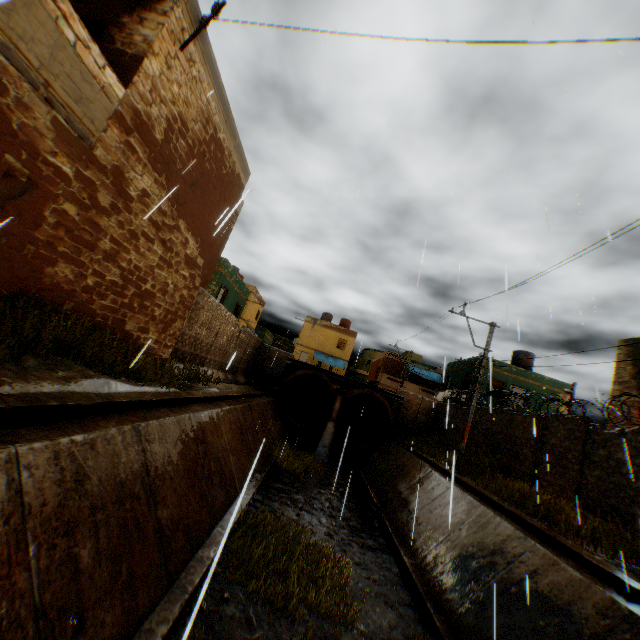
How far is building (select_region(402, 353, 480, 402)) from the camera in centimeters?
2603cm

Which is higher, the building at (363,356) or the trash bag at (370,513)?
the building at (363,356)

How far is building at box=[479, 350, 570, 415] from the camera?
24.3 meters

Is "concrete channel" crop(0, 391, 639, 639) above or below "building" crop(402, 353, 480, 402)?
below

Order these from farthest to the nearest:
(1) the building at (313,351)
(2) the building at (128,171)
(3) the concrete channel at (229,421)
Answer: (1) the building at (313,351)
(2) the building at (128,171)
(3) the concrete channel at (229,421)

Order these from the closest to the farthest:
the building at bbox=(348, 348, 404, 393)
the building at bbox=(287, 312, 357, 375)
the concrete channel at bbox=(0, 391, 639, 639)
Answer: the concrete channel at bbox=(0, 391, 639, 639) < the building at bbox=(348, 348, 404, 393) < the building at bbox=(287, 312, 357, 375)

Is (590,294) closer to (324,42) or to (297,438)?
(324,42)

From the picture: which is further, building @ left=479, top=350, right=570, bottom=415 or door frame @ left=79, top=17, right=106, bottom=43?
building @ left=479, top=350, right=570, bottom=415
